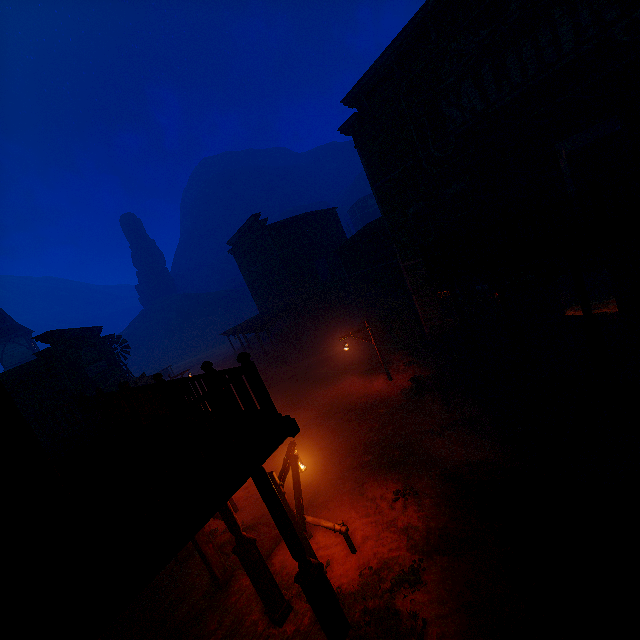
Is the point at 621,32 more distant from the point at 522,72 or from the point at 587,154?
the point at 587,154

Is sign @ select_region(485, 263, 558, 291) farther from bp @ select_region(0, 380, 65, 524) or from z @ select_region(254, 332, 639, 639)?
bp @ select_region(0, 380, 65, 524)

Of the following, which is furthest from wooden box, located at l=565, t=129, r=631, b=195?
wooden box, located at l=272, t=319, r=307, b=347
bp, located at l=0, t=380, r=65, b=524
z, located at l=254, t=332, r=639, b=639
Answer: wooden box, located at l=272, t=319, r=307, b=347

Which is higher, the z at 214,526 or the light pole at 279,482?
the light pole at 279,482

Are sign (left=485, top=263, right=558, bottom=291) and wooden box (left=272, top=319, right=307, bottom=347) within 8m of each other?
no

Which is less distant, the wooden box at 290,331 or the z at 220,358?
the wooden box at 290,331

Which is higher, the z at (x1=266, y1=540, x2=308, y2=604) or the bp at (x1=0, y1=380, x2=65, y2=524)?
the bp at (x1=0, y1=380, x2=65, y2=524)

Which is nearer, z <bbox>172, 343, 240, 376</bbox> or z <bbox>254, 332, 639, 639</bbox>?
z <bbox>254, 332, 639, 639</bbox>
